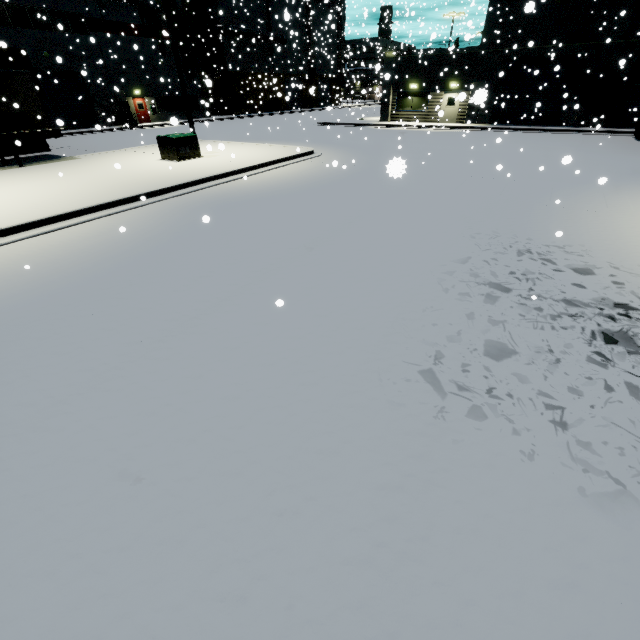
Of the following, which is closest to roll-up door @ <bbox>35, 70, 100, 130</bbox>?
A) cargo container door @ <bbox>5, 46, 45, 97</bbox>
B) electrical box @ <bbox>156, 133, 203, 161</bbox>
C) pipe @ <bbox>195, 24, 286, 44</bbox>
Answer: pipe @ <bbox>195, 24, 286, 44</bbox>

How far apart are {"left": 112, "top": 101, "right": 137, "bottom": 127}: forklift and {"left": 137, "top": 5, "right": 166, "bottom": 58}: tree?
7.9 meters

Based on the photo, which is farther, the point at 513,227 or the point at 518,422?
the point at 513,227

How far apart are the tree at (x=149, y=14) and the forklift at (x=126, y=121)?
7.91m

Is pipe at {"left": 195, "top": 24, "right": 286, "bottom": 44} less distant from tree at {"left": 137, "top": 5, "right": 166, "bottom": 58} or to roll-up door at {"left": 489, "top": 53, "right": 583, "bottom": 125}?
roll-up door at {"left": 489, "top": 53, "right": 583, "bottom": 125}

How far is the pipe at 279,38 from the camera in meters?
39.3 m

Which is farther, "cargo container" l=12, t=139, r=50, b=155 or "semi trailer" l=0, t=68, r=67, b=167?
"cargo container" l=12, t=139, r=50, b=155

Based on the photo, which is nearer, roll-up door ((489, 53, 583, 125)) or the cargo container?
the cargo container
